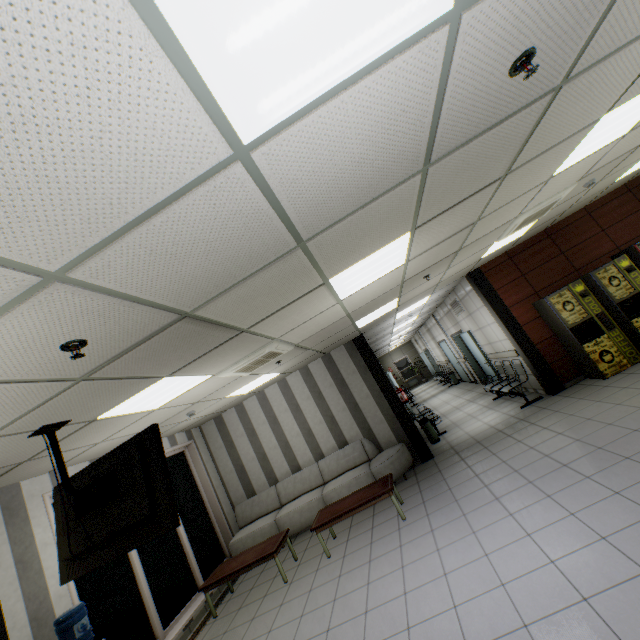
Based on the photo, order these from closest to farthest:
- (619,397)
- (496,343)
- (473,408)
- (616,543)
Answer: (616,543), (619,397), (496,343), (473,408)

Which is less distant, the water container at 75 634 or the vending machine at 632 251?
the water container at 75 634

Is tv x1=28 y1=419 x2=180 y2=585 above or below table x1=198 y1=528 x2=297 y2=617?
above

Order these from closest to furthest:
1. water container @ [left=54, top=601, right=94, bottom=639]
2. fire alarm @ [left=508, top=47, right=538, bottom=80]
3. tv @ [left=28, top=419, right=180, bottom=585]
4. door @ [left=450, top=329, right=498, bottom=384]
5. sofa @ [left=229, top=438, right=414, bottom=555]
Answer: fire alarm @ [left=508, top=47, right=538, bottom=80], tv @ [left=28, top=419, right=180, bottom=585], water container @ [left=54, top=601, right=94, bottom=639], sofa @ [left=229, top=438, right=414, bottom=555], door @ [left=450, top=329, right=498, bottom=384]

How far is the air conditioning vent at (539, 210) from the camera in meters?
4.9

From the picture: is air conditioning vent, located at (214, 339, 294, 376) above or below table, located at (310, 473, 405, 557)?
above

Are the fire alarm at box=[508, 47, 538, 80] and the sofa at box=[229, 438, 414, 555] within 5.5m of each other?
no

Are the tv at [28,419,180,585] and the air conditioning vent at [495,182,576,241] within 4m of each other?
no
